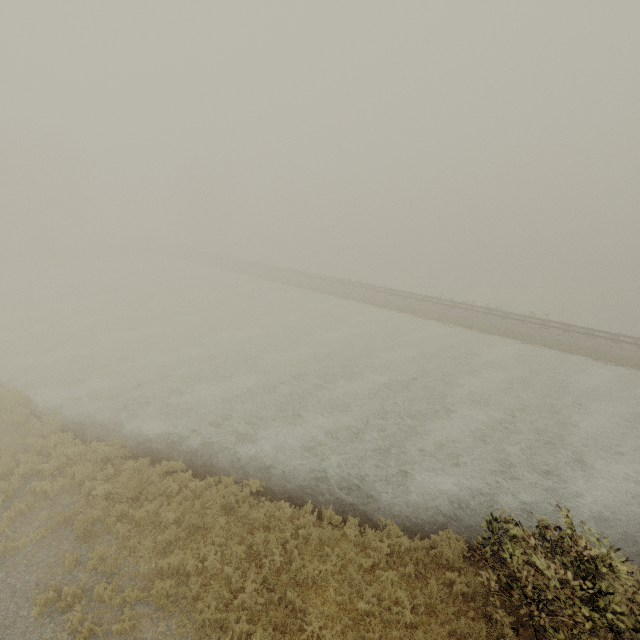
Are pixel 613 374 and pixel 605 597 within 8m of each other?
no
